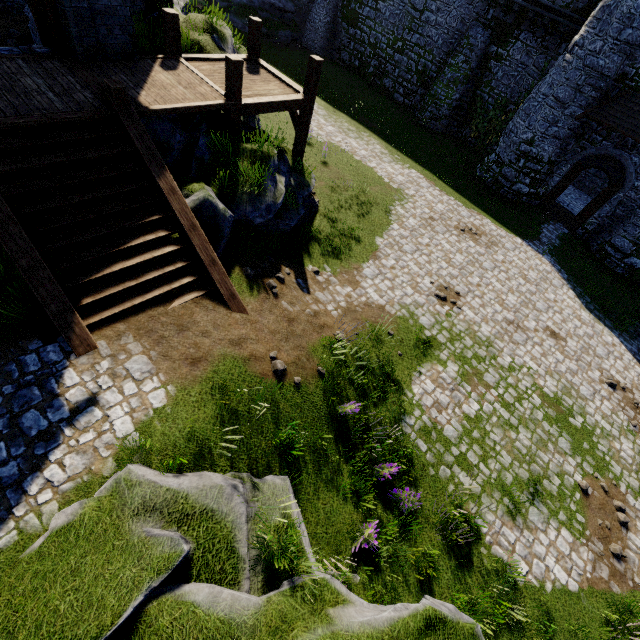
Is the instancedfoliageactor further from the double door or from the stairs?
the double door

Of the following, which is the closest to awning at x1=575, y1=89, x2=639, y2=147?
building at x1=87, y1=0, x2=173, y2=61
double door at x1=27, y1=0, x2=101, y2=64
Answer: building at x1=87, y1=0, x2=173, y2=61

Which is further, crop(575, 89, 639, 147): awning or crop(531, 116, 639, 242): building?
crop(531, 116, 639, 242): building

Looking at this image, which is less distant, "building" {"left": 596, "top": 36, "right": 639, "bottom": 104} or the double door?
the double door

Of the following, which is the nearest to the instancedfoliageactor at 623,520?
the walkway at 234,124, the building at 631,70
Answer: the walkway at 234,124

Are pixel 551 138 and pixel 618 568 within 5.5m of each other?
no

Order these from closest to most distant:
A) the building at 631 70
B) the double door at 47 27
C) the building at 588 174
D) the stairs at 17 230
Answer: the stairs at 17 230, the double door at 47 27, the building at 631 70, the building at 588 174

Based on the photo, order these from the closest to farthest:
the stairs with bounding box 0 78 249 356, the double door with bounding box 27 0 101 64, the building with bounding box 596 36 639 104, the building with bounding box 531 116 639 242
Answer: the stairs with bounding box 0 78 249 356 < the double door with bounding box 27 0 101 64 < the building with bounding box 596 36 639 104 < the building with bounding box 531 116 639 242
